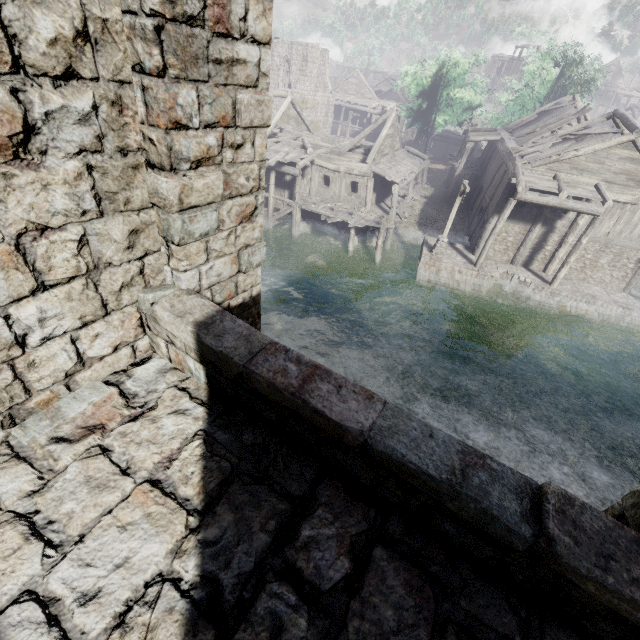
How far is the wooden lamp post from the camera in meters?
18.9 m

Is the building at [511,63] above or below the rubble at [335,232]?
above

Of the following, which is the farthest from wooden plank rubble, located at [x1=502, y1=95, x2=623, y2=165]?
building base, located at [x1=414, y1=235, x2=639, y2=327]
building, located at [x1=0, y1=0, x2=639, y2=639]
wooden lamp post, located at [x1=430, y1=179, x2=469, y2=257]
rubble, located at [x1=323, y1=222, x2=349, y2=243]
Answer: rubble, located at [x1=323, y1=222, x2=349, y2=243]

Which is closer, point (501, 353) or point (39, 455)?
point (39, 455)

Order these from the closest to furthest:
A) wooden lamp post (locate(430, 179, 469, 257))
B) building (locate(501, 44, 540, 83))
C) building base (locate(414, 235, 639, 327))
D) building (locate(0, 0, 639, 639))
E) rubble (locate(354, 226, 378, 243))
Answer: building (locate(0, 0, 639, 639)), wooden lamp post (locate(430, 179, 469, 257)), building base (locate(414, 235, 639, 327)), rubble (locate(354, 226, 378, 243)), building (locate(501, 44, 540, 83))

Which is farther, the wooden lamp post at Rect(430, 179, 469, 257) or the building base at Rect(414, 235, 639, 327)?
the building base at Rect(414, 235, 639, 327)

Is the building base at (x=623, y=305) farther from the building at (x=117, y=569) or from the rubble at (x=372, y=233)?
the rubble at (x=372, y=233)

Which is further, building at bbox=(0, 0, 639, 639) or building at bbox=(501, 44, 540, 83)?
building at bbox=(501, 44, 540, 83)
